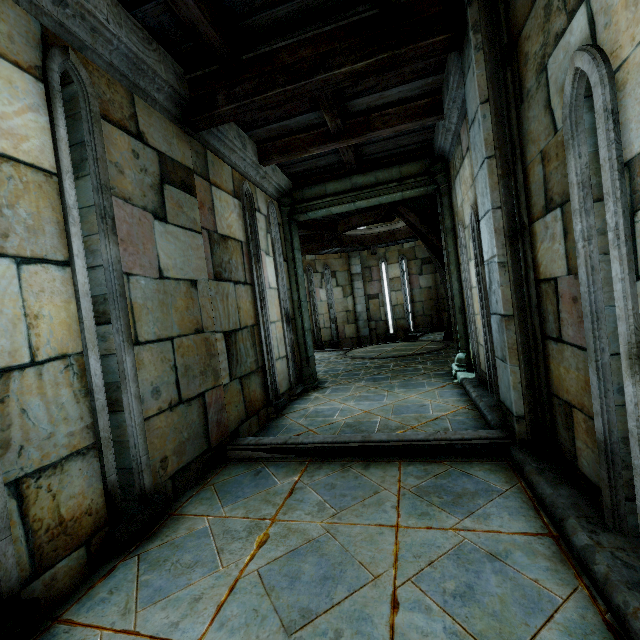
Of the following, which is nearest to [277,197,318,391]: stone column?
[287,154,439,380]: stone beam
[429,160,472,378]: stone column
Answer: [287,154,439,380]: stone beam

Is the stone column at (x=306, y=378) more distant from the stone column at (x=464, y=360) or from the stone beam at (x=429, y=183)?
the stone column at (x=464, y=360)

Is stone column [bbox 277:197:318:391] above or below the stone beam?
below

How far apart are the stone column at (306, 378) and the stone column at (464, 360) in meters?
2.6 m

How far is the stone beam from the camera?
6.00m

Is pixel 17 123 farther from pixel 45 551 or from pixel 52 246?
pixel 45 551

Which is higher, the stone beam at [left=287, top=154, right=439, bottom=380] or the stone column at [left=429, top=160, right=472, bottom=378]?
the stone beam at [left=287, top=154, right=439, bottom=380]
